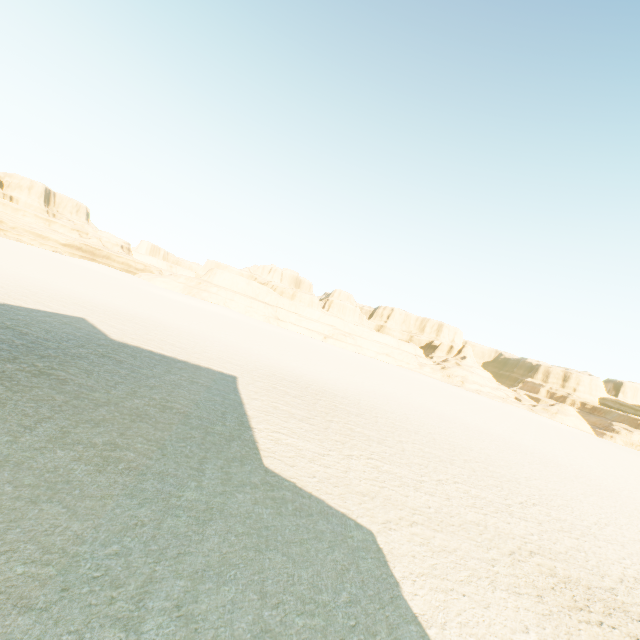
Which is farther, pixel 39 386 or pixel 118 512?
pixel 39 386
